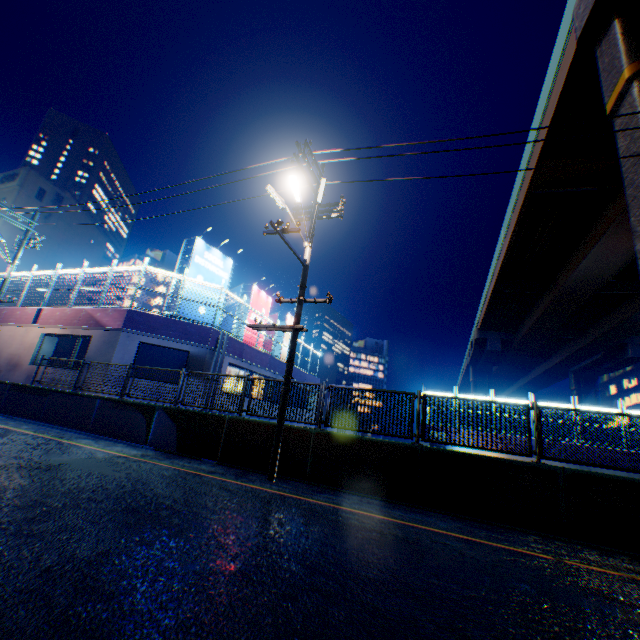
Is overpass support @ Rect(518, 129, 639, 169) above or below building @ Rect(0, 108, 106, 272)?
below

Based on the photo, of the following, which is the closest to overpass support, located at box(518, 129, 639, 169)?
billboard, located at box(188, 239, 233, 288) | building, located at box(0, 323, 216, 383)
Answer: building, located at box(0, 323, 216, 383)

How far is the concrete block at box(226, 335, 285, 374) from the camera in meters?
17.5

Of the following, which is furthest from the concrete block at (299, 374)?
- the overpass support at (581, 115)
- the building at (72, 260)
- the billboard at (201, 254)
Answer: the building at (72, 260)

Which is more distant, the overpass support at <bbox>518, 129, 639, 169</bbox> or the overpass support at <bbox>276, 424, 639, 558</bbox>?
the overpass support at <bbox>518, 129, 639, 169</bbox>

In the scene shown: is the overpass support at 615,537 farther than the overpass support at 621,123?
No

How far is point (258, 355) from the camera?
19.9 meters
